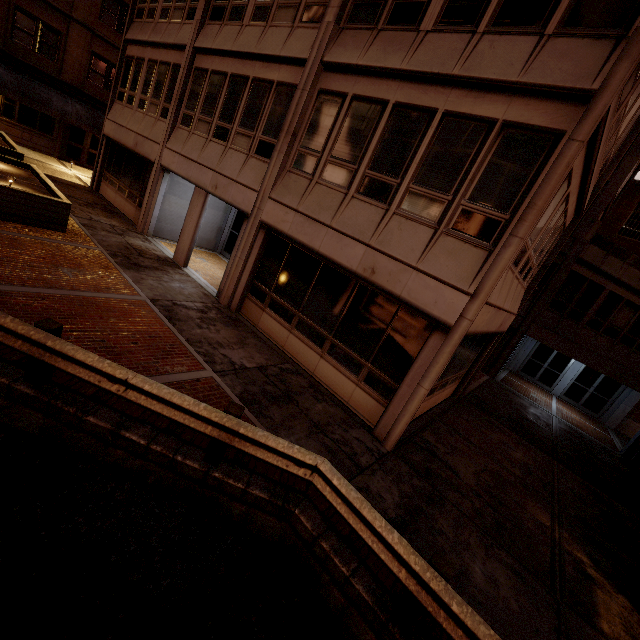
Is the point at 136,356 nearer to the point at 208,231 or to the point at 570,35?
the point at 570,35

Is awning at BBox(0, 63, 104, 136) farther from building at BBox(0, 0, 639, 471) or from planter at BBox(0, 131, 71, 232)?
planter at BBox(0, 131, 71, 232)

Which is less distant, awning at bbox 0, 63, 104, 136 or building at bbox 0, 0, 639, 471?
building at bbox 0, 0, 639, 471

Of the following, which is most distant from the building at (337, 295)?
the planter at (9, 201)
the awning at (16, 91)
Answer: the awning at (16, 91)

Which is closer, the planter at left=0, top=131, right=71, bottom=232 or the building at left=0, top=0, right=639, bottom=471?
the building at left=0, top=0, right=639, bottom=471

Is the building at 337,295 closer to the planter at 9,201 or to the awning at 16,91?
the planter at 9,201

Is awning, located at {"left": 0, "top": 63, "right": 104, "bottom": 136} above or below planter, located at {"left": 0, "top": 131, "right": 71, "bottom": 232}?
above

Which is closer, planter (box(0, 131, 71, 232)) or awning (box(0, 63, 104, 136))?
planter (box(0, 131, 71, 232))
